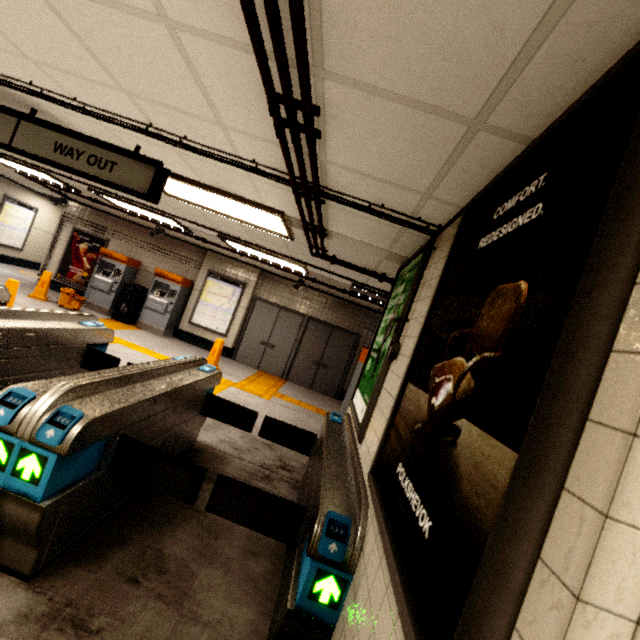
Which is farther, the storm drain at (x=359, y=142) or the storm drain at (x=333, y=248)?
the storm drain at (x=333, y=248)

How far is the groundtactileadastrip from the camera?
7.1m

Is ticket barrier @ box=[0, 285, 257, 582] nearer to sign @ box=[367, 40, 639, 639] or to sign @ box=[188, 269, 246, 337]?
sign @ box=[367, 40, 639, 639]

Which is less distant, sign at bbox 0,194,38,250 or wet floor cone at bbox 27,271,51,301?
wet floor cone at bbox 27,271,51,301

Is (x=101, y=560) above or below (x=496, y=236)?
below

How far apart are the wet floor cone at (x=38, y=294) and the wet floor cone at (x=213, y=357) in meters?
4.7

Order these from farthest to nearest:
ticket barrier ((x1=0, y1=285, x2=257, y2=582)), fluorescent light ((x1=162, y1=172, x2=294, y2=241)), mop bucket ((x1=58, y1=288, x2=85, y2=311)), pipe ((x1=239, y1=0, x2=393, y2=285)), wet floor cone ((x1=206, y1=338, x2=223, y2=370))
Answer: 1. mop bucket ((x1=58, y1=288, x2=85, y2=311))
2. wet floor cone ((x1=206, y1=338, x2=223, y2=370))
3. fluorescent light ((x1=162, y1=172, x2=294, y2=241))
4. ticket barrier ((x1=0, y1=285, x2=257, y2=582))
5. pipe ((x1=239, y1=0, x2=393, y2=285))

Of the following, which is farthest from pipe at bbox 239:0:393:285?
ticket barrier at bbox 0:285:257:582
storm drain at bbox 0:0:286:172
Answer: ticket barrier at bbox 0:285:257:582
